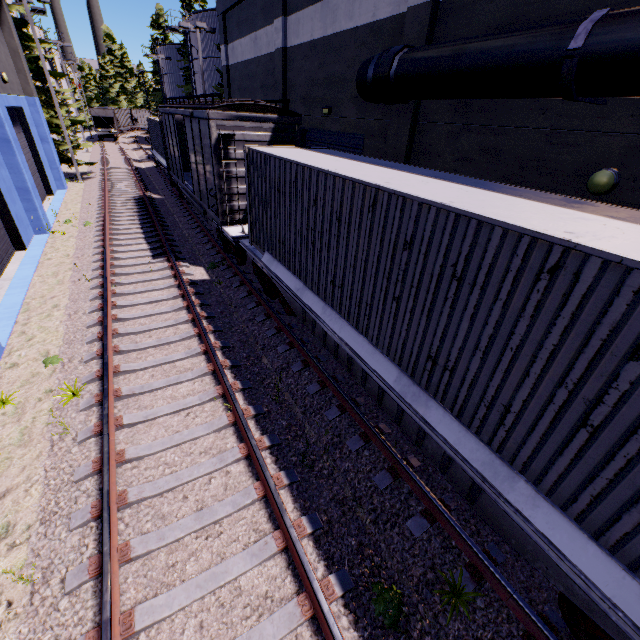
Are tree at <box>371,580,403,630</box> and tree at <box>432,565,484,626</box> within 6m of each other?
yes

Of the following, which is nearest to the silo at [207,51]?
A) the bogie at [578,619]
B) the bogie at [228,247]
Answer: the bogie at [228,247]

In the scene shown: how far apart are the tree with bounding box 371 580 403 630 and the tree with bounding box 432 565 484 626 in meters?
0.4 m

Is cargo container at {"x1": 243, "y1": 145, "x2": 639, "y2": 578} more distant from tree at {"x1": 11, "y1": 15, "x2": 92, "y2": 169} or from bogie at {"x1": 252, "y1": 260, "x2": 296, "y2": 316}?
tree at {"x1": 11, "y1": 15, "x2": 92, "y2": 169}

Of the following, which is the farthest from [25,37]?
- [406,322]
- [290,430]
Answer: [406,322]

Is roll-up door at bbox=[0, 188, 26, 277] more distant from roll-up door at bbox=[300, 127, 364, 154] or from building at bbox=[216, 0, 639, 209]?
roll-up door at bbox=[300, 127, 364, 154]

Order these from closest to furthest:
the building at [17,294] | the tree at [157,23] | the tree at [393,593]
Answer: the tree at [393,593] < the building at [17,294] < the tree at [157,23]

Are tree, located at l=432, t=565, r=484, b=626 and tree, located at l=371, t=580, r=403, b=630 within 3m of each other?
yes
